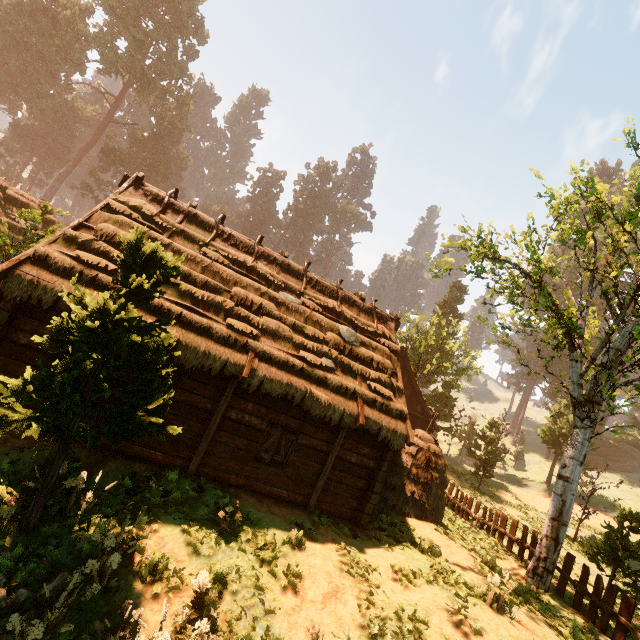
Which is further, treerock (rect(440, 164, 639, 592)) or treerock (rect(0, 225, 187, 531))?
treerock (rect(440, 164, 639, 592))

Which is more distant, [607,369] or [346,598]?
[607,369]

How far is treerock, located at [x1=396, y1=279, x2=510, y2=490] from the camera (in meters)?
30.25

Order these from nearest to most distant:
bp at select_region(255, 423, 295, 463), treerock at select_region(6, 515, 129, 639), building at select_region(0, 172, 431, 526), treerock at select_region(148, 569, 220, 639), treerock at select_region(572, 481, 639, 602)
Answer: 1. treerock at select_region(6, 515, 129, 639)
2. treerock at select_region(148, 569, 220, 639)
3. building at select_region(0, 172, 431, 526)
4. bp at select_region(255, 423, 295, 463)
5. treerock at select_region(572, 481, 639, 602)

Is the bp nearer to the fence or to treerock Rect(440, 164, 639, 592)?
treerock Rect(440, 164, 639, 592)

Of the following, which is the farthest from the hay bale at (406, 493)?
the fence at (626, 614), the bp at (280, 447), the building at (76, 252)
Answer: the bp at (280, 447)

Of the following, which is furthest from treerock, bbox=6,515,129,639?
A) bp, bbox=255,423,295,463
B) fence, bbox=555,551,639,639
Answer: bp, bbox=255,423,295,463

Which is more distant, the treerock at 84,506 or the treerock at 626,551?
the treerock at 626,551
